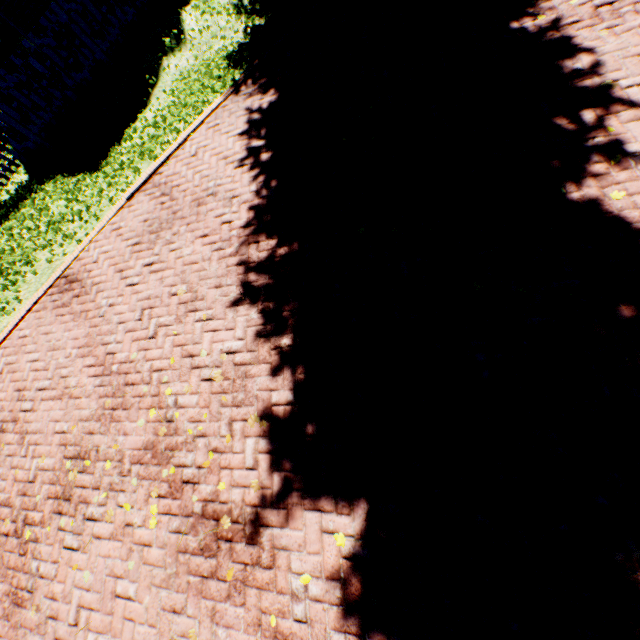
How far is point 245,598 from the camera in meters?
3.0
